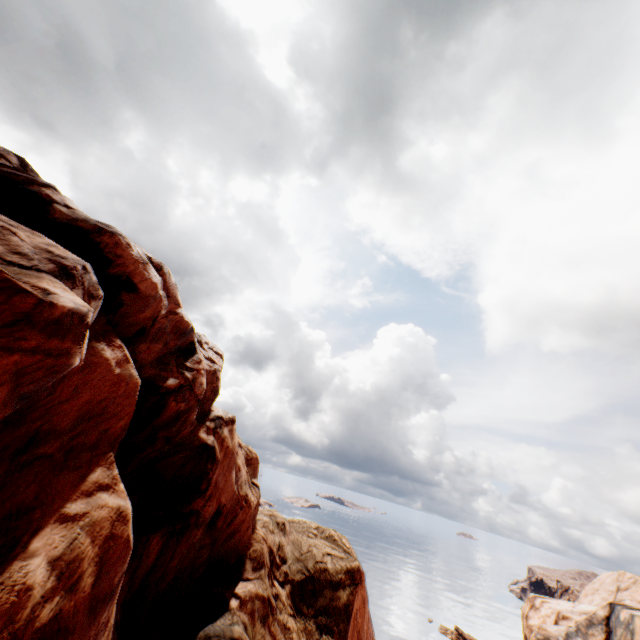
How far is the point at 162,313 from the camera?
9.6 meters

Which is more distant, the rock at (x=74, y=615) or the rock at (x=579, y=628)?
the rock at (x=579, y=628)

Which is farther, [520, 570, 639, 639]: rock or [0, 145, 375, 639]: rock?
[520, 570, 639, 639]: rock
